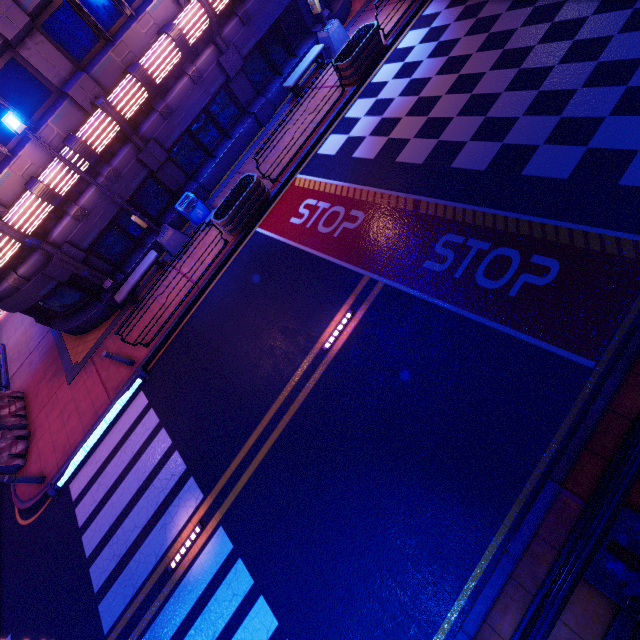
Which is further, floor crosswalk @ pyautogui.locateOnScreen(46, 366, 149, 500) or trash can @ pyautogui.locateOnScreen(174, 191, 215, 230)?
trash can @ pyautogui.locateOnScreen(174, 191, 215, 230)

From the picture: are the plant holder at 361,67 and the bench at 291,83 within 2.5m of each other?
yes

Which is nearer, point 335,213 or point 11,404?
point 335,213

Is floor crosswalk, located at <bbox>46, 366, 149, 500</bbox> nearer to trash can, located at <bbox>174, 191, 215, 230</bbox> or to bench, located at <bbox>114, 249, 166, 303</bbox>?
bench, located at <bbox>114, 249, 166, 303</bbox>

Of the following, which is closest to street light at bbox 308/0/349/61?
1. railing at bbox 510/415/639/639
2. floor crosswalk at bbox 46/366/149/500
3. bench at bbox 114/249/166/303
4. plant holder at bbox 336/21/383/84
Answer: plant holder at bbox 336/21/383/84

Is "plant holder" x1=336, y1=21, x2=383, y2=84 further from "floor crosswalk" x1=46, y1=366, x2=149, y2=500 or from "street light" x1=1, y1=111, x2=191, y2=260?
"floor crosswalk" x1=46, y1=366, x2=149, y2=500

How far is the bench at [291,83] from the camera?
13.84m

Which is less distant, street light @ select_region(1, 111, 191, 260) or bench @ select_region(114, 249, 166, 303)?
street light @ select_region(1, 111, 191, 260)
